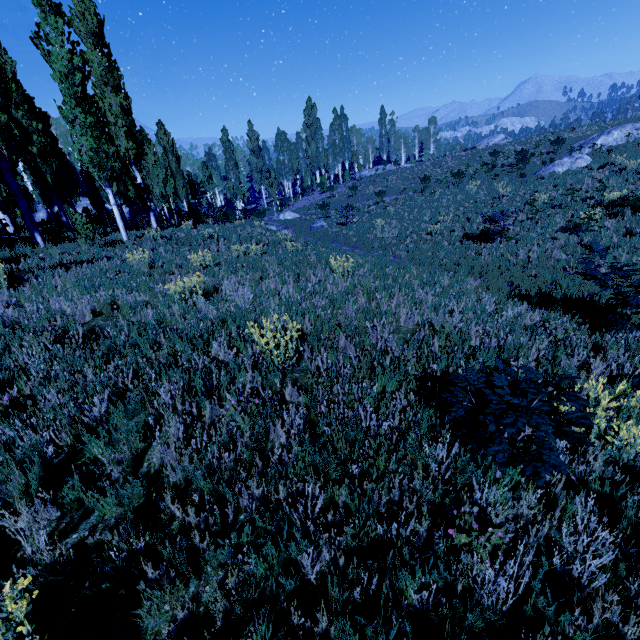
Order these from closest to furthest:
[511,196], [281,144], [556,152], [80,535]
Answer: [80,535] → [511,196] → [556,152] → [281,144]

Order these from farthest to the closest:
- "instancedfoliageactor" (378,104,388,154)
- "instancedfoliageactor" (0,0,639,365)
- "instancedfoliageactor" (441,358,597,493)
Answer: "instancedfoliageactor" (378,104,388,154), "instancedfoliageactor" (0,0,639,365), "instancedfoliageactor" (441,358,597,493)

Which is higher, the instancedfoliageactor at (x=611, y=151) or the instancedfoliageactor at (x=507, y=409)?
the instancedfoliageactor at (x=611, y=151)

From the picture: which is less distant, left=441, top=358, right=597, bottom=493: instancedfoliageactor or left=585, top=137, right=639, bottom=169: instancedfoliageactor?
left=441, top=358, right=597, bottom=493: instancedfoliageactor

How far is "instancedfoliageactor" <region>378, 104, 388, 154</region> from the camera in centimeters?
5731cm

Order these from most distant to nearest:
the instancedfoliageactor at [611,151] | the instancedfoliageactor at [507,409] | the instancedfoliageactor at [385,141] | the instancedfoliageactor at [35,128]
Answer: the instancedfoliageactor at [385,141], the instancedfoliageactor at [611,151], the instancedfoliageactor at [35,128], the instancedfoliageactor at [507,409]
